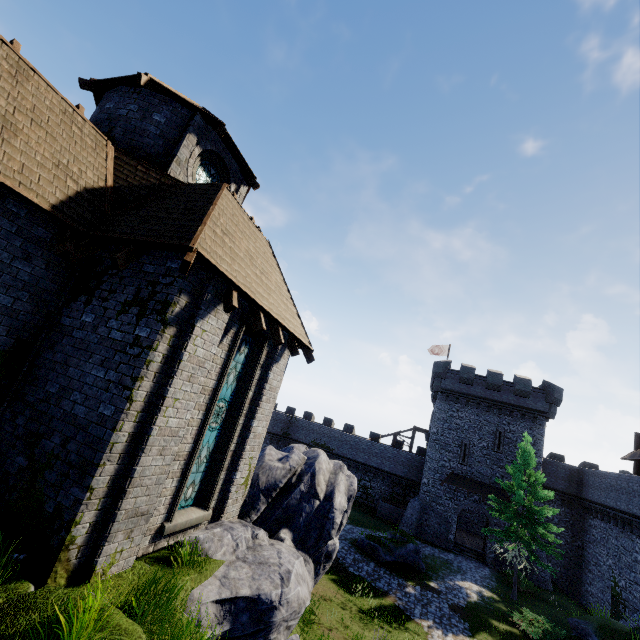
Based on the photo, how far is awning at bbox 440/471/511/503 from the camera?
29.3 meters

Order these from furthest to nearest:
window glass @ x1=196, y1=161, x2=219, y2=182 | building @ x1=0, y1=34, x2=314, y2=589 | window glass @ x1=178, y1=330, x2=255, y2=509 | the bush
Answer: the bush, window glass @ x1=196, y1=161, x2=219, y2=182, window glass @ x1=178, y1=330, x2=255, y2=509, building @ x1=0, y1=34, x2=314, y2=589

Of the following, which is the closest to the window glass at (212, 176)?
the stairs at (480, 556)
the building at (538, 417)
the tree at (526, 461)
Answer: the tree at (526, 461)

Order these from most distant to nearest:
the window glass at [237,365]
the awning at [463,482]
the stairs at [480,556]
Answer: the awning at [463,482], the stairs at [480,556], the window glass at [237,365]

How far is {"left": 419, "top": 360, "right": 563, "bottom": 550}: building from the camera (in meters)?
30.33

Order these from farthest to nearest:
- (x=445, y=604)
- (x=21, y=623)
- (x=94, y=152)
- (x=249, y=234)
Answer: (x=445, y=604)
(x=249, y=234)
(x=94, y=152)
(x=21, y=623)

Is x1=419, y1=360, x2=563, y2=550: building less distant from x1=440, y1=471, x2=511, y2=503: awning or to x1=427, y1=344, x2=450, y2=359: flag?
x1=440, y1=471, x2=511, y2=503: awning

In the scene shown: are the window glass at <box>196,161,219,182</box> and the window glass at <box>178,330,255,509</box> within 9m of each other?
yes
